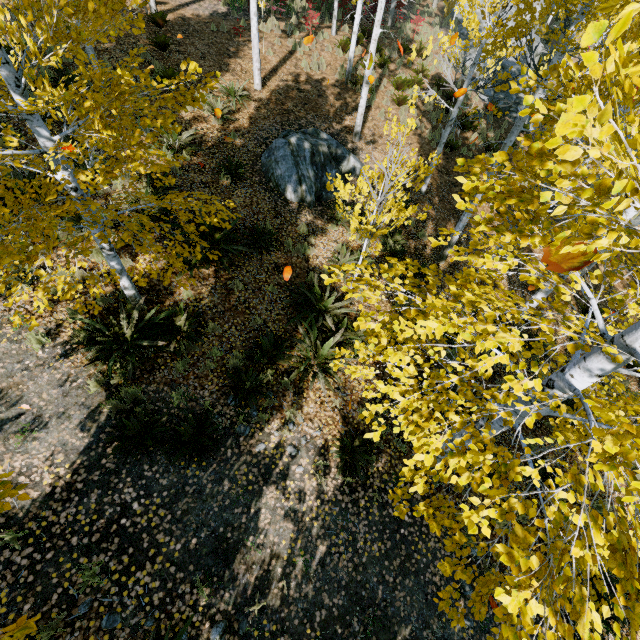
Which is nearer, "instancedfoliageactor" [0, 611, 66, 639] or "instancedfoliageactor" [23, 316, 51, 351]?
"instancedfoliageactor" [0, 611, 66, 639]

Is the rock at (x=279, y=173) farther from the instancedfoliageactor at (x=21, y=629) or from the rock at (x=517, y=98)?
the rock at (x=517, y=98)

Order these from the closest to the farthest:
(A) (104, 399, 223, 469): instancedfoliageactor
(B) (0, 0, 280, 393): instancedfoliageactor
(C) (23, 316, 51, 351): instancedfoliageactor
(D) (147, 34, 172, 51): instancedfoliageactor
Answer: (B) (0, 0, 280, 393): instancedfoliageactor → (C) (23, 316, 51, 351): instancedfoliageactor → (A) (104, 399, 223, 469): instancedfoliageactor → (D) (147, 34, 172, 51): instancedfoliageactor

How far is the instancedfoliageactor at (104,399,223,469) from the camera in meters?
4.8

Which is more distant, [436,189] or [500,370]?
[436,189]

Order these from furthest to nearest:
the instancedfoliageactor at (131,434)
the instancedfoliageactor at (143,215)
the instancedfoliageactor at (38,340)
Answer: the instancedfoliageactor at (131,434), the instancedfoliageactor at (38,340), the instancedfoliageactor at (143,215)

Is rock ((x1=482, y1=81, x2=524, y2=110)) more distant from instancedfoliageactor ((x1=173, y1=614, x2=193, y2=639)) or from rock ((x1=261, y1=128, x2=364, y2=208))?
rock ((x1=261, y1=128, x2=364, y2=208))
